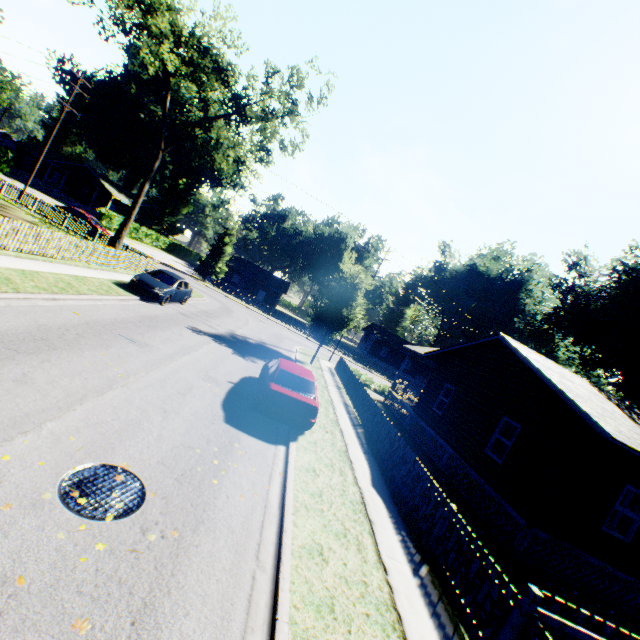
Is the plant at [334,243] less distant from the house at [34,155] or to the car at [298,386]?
the car at [298,386]

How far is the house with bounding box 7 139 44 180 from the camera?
52.31m

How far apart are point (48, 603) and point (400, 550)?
6.1 meters

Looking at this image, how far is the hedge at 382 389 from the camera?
26.5m

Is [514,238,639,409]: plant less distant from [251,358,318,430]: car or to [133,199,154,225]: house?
[251,358,318,430]: car

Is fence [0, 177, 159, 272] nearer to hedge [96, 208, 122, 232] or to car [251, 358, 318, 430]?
car [251, 358, 318, 430]

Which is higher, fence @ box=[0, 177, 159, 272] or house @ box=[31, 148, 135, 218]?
house @ box=[31, 148, 135, 218]

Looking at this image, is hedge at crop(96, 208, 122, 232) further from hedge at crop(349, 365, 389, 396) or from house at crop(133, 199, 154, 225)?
hedge at crop(349, 365, 389, 396)
